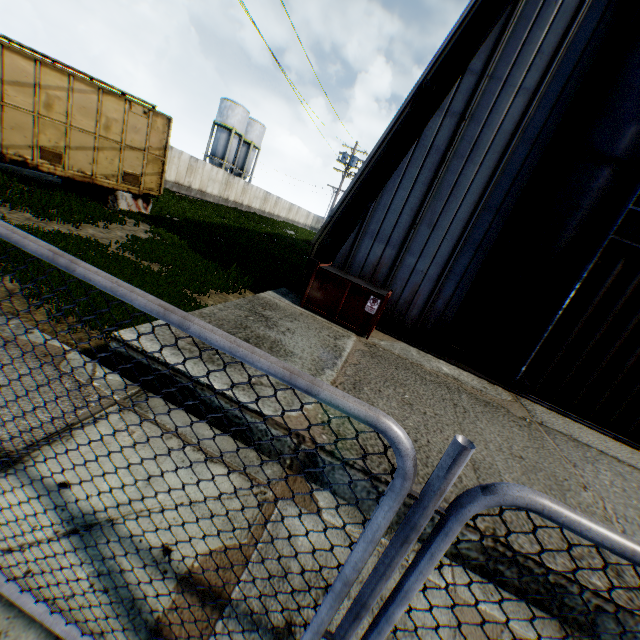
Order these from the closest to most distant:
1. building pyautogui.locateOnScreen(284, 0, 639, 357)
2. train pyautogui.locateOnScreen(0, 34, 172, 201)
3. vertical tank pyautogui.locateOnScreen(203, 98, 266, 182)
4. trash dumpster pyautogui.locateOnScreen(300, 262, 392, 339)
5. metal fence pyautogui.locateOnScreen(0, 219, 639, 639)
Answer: metal fence pyautogui.locateOnScreen(0, 219, 639, 639) → building pyautogui.locateOnScreen(284, 0, 639, 357) → trash dumpster pyautogui.locateOnScreen(300, 262, 392, 339) → train pyautogui.locateOnScreen(0, 34, 172, 201) → vertical tank pyautogui.locateOnScreen(203, 98, 266, 182)

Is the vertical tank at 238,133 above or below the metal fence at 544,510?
above

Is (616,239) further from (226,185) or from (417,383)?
(226,185)

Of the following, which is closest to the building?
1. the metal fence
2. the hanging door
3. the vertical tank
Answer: the hanging door

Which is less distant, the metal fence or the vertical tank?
the metal fence

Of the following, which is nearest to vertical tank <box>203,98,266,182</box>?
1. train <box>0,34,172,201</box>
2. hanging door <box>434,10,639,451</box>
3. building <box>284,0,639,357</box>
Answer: building <box>284,0,639,357</box>

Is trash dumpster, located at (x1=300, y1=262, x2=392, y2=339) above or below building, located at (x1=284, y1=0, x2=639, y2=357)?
below

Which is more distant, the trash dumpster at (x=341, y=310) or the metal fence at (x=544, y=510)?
the trash dumpster at (x=341, y=310)
